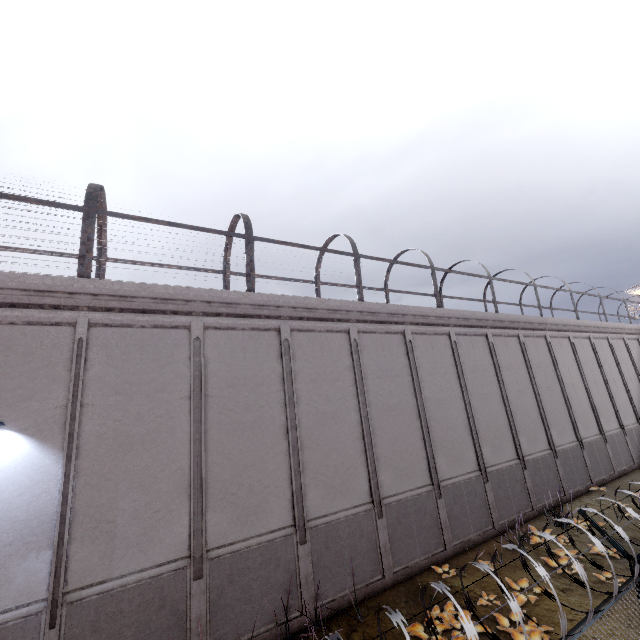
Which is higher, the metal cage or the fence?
the metal cage

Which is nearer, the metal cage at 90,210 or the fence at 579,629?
the fence at 579,629

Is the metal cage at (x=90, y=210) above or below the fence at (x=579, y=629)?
above

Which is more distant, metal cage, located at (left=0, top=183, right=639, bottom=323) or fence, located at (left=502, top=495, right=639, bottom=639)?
metal cage, located at (left=0, top=183, right=639, bottom=323)

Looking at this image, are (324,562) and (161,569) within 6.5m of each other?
yes
